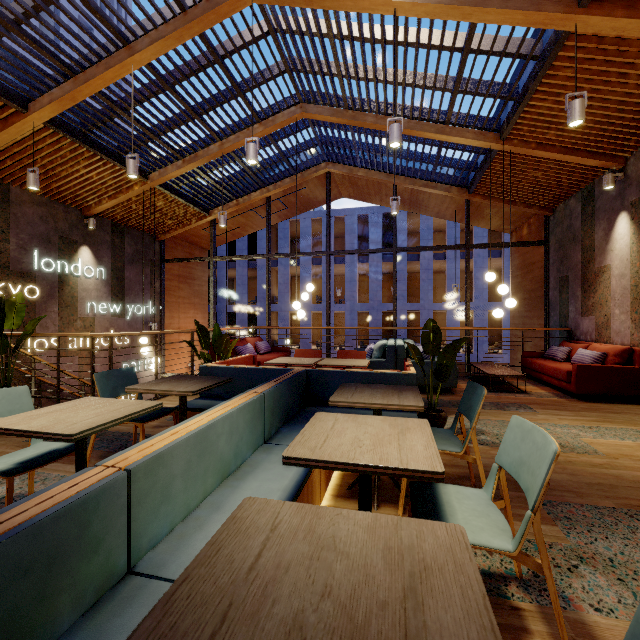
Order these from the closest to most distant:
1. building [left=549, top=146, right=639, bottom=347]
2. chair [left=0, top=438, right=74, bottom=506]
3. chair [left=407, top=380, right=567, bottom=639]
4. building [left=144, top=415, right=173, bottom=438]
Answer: chair [left=407, top=380, right=567, bottom=639], chair [left=0, top=438, right=74, bottom=506], building [left=144, top=415, right=173, bottom=438], building [left=549, top=146, right=639, bottom=347]

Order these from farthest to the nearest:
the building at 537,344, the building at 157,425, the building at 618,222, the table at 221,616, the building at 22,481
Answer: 1. the building at 537,344
2. the building at 618,222
3. the building at 157,425
4. the building at 22,481
5. the table at 221,616

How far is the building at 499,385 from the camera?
6.0m

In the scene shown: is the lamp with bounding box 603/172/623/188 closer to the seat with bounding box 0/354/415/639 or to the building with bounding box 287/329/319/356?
the seat with bounding box 0/354/415/639

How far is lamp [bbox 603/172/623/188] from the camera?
5.7 meters

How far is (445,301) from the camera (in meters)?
31.69

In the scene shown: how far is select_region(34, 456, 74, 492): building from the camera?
2.58m

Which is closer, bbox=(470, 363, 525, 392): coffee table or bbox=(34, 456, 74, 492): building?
bbox=(34, 456, 74, 492): building
